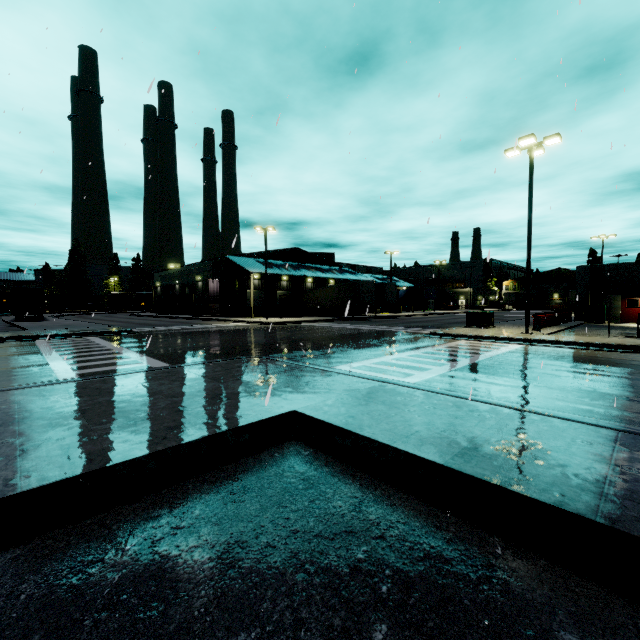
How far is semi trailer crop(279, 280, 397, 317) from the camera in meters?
36.6 m

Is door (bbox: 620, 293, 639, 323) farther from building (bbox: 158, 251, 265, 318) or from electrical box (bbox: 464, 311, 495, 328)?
electrical box (bbox: 464, 311, 495, 328)

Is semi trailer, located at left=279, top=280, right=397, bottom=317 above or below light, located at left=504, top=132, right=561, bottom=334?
below

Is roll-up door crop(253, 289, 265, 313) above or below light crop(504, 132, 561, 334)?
below

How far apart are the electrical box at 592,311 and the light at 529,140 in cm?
1537

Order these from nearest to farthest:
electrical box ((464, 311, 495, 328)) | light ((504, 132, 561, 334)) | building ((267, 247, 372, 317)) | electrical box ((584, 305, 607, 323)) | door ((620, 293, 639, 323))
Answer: A: light ((504, 132, 561, 334)), electrical box ((464, 311, 495, 328)), door ((620, 293, 639, 323)), electrical box ((584, 305, 607, 323)), building ((267, 247, 372, 317))

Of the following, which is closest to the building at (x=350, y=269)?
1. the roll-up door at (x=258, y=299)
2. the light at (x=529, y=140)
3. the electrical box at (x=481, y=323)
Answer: the roll-up door at (x=258, y=299)

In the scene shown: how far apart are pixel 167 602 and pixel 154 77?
4.8m
